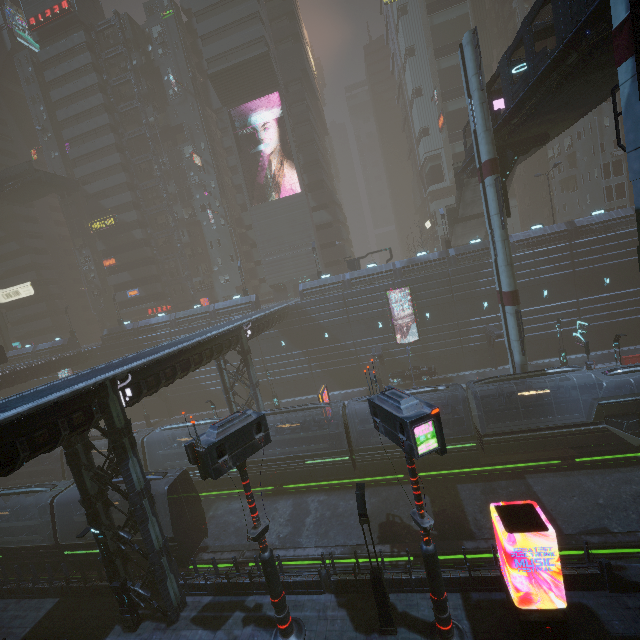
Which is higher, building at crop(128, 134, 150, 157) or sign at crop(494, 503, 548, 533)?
building at crop(128, 134, 150, 157)

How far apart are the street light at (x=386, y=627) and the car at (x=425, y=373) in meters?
23.9 m

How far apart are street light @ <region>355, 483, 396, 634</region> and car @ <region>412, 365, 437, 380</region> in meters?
23.9

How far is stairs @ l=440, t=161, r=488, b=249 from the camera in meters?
32.4

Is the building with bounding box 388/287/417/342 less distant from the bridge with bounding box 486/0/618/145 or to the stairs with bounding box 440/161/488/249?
the stairs with bounding box 440/161/488/249

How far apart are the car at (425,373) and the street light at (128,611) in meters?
27.7

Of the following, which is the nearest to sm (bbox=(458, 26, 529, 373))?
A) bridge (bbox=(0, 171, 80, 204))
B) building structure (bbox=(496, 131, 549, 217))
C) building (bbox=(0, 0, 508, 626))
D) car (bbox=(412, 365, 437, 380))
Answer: building structure (bbox=(496, 131, 549, 217))

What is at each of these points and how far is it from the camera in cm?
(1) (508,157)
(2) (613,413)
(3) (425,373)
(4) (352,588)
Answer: (1) building structure, 2186
(2) train, 1862
(3) car, 3491
(4) building, 1430
